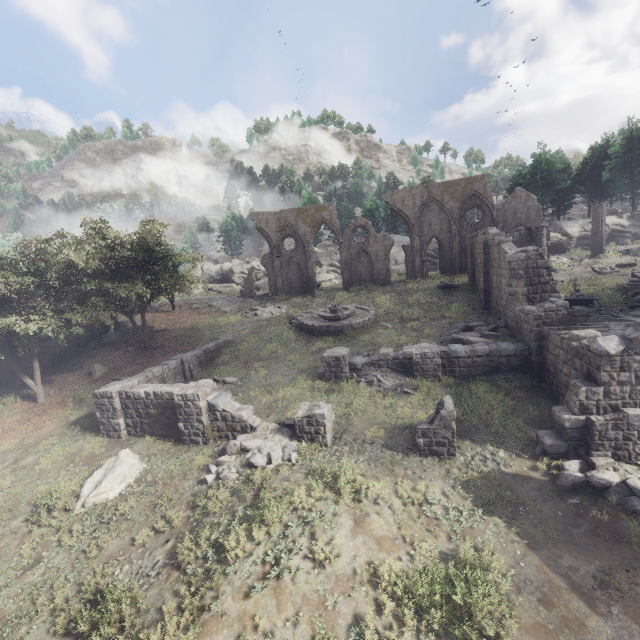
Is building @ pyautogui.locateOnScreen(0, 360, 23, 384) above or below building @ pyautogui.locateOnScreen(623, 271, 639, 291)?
below

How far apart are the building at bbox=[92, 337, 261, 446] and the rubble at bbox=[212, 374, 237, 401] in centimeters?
63cm

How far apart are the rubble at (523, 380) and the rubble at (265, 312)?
18.7m

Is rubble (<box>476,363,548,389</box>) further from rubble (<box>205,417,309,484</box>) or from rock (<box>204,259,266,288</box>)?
rock (<box>204,259,266,288</box>)

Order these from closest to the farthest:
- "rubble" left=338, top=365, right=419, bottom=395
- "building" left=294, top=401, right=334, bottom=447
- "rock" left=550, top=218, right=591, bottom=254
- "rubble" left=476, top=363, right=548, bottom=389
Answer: "building" left=294, top=401, right=334, bottom=447, "rubble" left=476, top=363, right=548, bottom=389, "rubble" left=338, top=365, right=419, bottom=395, "rock" left=550, top=218, right=591, bottom=254

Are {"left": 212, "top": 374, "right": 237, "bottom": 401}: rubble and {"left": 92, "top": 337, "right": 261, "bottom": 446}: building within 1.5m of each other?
yes

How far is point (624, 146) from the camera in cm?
4322

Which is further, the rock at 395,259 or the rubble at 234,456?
the rock at 395,259
